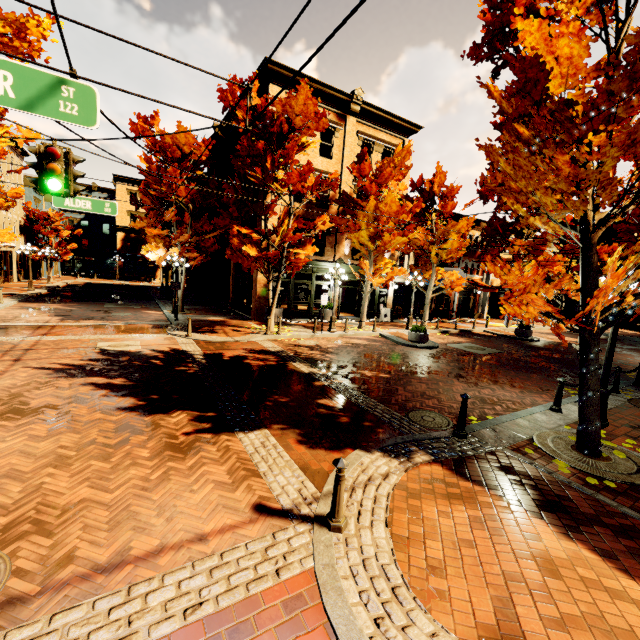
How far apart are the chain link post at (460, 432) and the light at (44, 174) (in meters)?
8.78

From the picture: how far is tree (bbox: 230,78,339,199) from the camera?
12.41m

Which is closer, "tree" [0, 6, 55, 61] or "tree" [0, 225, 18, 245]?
"tree" [0, 6, 55, 61]

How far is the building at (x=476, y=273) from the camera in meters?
29.9 m

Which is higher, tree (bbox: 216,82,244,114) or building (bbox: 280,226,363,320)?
tree (bbox: 216,82,244,114)

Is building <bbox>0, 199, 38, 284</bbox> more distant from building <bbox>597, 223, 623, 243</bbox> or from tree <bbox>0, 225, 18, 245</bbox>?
building <bbox>597, 223, 623, 243</bbox>

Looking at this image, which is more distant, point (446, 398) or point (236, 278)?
point (236, 278)

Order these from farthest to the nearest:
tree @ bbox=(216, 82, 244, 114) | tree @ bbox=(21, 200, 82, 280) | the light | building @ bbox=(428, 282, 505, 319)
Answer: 1. tree @ bbox=(21, 200, 82, 280)
2. building @ bbox=(428, 282, 505, 319)
3. tree @ bbox=(216, 82, 244, 114)
4. the light
